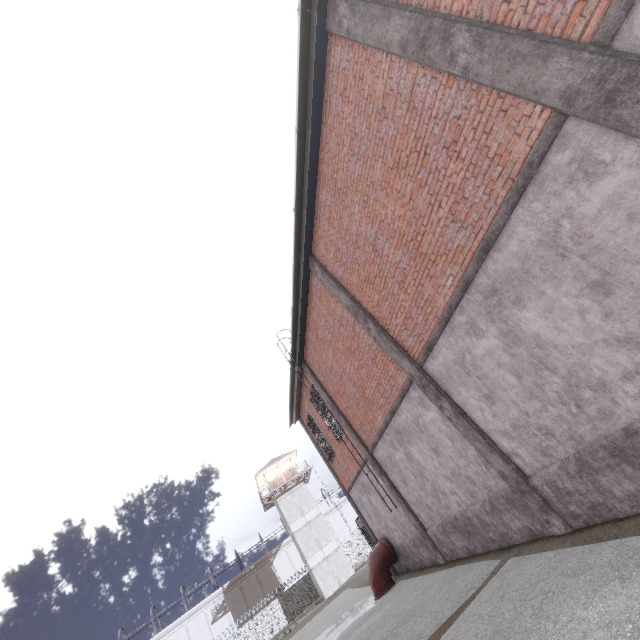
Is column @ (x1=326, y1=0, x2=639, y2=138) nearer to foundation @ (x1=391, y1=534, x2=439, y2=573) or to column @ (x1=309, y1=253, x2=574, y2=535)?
column @ (x1=309, y1=253, x2=574, y2=535)

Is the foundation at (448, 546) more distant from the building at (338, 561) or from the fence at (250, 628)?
the building at (338, 561)

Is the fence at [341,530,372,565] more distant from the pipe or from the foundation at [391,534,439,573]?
the pipe

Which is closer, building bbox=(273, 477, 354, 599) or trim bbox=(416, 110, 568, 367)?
trim bbox=(416, 110, 568, 367)

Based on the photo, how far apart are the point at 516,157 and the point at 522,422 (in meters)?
4.51

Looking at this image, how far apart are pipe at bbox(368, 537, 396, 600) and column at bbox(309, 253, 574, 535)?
9.7 meters

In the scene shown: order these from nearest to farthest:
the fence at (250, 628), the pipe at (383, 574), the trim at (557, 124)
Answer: the trim at (557, 124)
the pipe at (383, 574)
the fence at (250, 628)

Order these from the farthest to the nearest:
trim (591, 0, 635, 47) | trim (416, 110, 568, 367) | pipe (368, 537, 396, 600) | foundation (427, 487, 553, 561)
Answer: pipe (368, 537, 396, 600) → foundation (427, 487, 553, 561) → trim (416, 110, 568, 367) → trim (591, 0, 635, 47)
